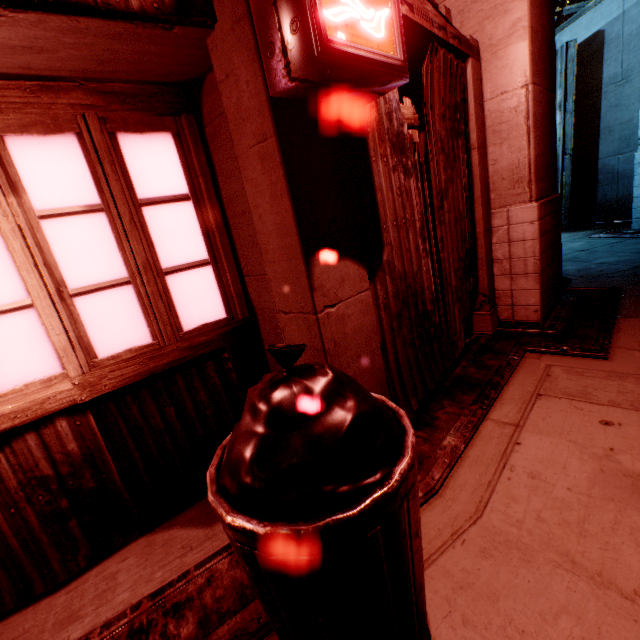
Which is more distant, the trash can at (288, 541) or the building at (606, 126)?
the building at (606, 126)

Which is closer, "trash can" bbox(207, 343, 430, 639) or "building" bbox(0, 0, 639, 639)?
"trash can" bbox(207, 343, 430, 639)

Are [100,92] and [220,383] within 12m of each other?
yes

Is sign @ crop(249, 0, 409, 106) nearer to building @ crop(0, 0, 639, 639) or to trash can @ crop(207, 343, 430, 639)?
building @ crop(0, 0, 639, 639)

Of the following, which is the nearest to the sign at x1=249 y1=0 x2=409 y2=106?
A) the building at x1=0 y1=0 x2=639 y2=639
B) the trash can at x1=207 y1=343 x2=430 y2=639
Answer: the building at x1=0 y1=0 x2=639 y2=639

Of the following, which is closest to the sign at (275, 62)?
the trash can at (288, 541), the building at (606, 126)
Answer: the building at (606, 126)
